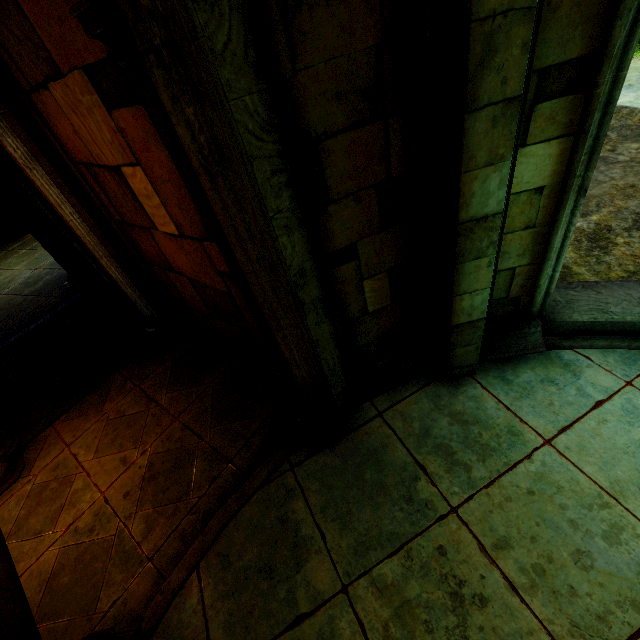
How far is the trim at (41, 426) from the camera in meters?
4.7 m

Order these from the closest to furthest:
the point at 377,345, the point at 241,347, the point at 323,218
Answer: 1. the point at 323,218
2. the point at 377,345
3. the point at 241,347

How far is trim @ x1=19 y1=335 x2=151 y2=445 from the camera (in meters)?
4.68
